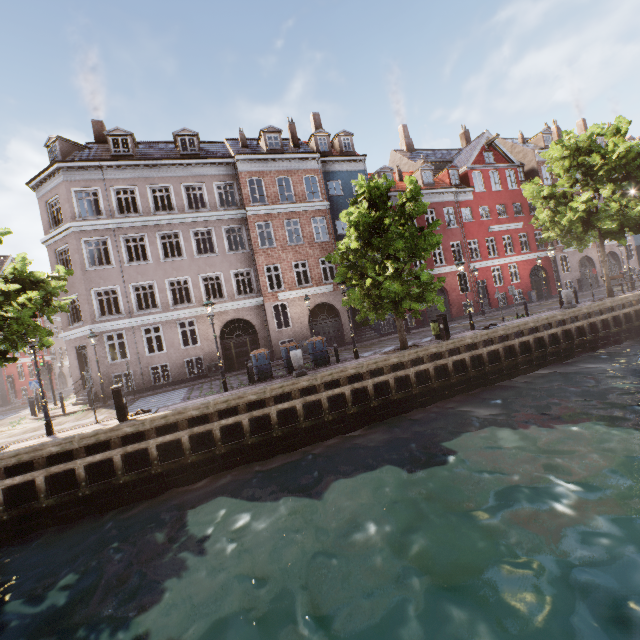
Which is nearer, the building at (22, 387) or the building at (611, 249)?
the building at (22, 387)

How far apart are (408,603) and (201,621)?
3.39m

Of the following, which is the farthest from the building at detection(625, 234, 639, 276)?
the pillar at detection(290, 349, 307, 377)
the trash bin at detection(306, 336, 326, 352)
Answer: the pillar at detection(290, 349, 307, 377)

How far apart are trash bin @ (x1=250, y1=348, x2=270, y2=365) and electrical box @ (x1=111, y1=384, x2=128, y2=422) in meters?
4.9 m

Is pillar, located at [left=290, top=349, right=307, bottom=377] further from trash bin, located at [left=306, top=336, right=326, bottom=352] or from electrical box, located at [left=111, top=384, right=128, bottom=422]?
electrical box, located at [left=111, top=384, right=128, bottom=422]

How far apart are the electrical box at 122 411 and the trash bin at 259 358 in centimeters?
494cm

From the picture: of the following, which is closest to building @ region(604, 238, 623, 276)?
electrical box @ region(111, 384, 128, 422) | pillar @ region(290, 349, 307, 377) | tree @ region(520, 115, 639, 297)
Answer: tree @ region(520, 115, 639, 297)

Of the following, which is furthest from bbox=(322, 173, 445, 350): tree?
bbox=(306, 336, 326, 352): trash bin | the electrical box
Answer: the electrical box
